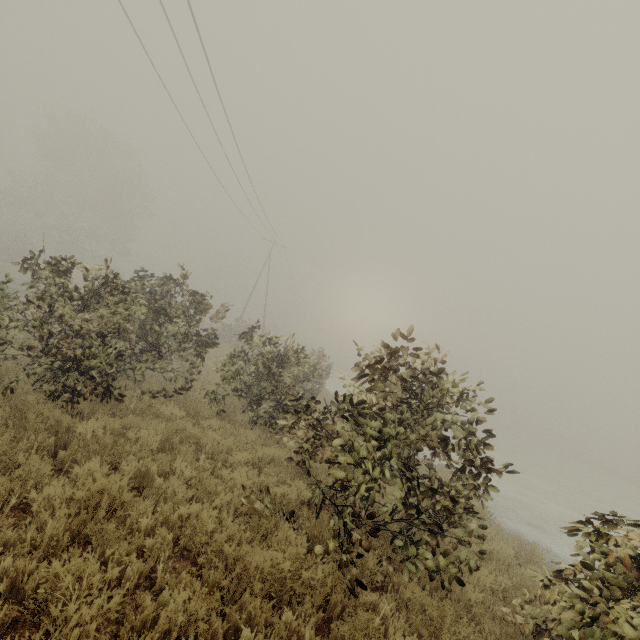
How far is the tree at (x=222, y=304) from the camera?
9.0m

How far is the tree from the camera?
9.0 meters

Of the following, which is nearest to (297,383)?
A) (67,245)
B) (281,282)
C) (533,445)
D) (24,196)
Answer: (67,245)
